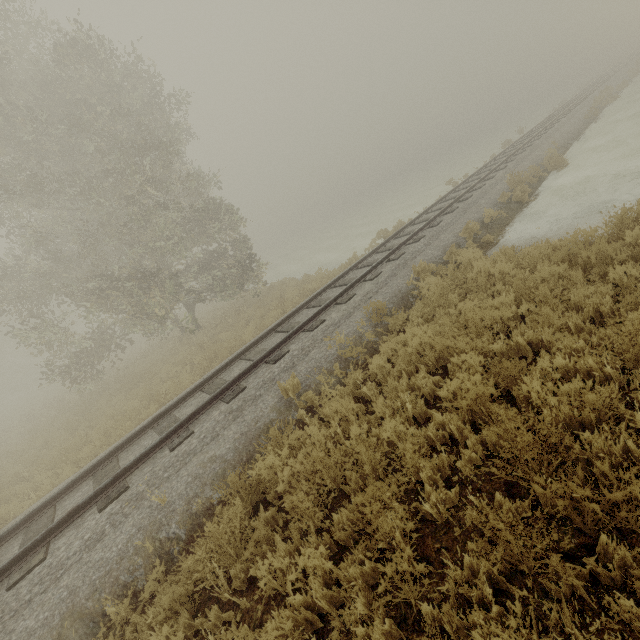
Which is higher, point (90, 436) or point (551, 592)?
point (90, 436)
